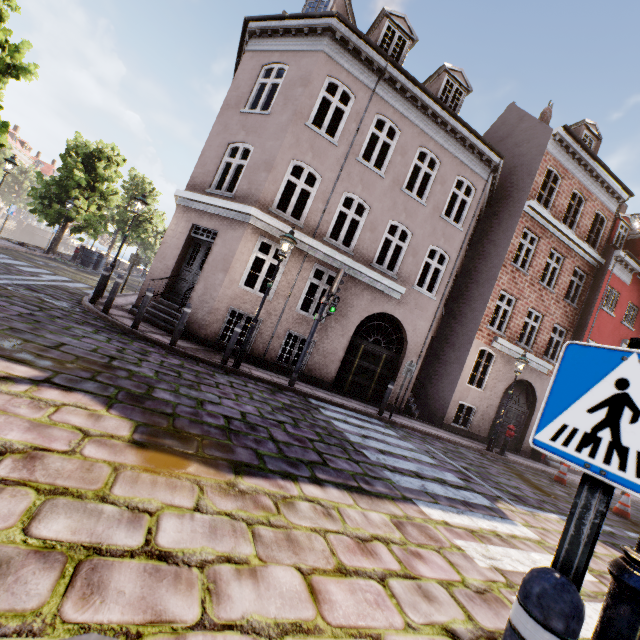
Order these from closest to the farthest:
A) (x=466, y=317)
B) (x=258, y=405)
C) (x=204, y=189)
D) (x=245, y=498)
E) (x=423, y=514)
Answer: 1. (x=245, y=498)
2. (x=423, y=514)
3. (x=258, y=405)
4. (x=204, y=189)
5. (x=466, y=317)

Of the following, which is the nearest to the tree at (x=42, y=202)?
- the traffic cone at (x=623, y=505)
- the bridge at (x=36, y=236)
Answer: the bridge at (x=36, y=236)

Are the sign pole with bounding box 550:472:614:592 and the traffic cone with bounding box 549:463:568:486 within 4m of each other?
no

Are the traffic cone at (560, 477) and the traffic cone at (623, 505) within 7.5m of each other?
yes

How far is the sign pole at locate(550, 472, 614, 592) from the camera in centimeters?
114cm

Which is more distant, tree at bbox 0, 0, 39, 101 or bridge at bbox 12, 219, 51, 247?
bridge at bbox 12, 219, 51, 247

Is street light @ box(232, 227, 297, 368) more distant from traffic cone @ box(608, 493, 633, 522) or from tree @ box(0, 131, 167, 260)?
traffic cone @ box(608, 493, 633, 522)

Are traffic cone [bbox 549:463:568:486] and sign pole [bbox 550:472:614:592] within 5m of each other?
no
